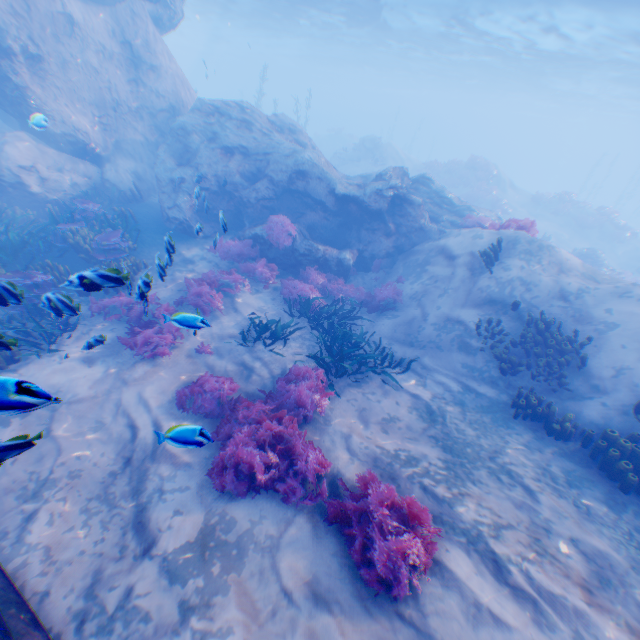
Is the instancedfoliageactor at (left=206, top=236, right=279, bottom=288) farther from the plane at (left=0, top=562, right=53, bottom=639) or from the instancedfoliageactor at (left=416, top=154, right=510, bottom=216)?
the instancedfoliageactor at (left=416, top=154, right=510, bottom=216)

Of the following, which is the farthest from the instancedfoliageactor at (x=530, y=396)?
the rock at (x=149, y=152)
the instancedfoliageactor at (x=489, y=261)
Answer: the rock at (x=149, y=152)

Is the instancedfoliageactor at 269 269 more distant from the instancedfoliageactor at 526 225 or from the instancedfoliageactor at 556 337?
the instancedfoliageactor at 526 225

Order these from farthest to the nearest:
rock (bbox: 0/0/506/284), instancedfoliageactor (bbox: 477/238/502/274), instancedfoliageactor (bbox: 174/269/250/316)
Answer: rock (bbox: 0/0/506/284) < instancedfoliageactor (bbox: 477/238/502/274) < instancedfoliageactor (bbox: 174/269/250/316)

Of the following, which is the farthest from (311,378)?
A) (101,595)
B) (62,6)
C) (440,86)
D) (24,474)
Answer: (440,86)

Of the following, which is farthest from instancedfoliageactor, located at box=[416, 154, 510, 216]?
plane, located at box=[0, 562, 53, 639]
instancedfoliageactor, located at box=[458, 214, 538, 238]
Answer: plane, located at box=[0, 562, 53, 639]

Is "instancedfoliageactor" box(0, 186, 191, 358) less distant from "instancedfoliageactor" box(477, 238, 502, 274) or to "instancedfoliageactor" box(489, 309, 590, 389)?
"instancedfoliageactor" box(489, 309, 590, 389)

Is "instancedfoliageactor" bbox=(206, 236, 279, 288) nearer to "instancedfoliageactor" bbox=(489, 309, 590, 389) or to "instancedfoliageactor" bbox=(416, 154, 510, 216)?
"instancedfoliageactor" bbox=(489, 309, 590, 389)
